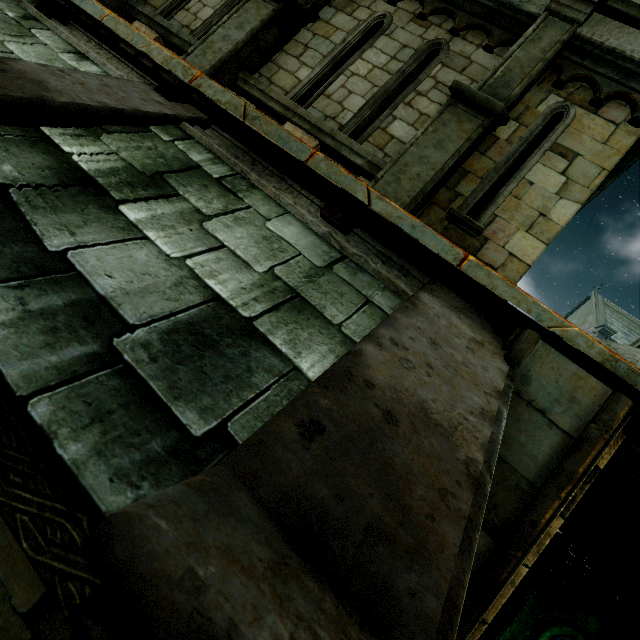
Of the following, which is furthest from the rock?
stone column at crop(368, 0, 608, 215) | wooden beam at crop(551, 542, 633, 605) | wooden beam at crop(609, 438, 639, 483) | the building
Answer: the building

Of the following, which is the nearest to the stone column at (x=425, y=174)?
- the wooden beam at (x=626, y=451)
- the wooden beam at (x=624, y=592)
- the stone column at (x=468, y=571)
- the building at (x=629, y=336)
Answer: the stone column at (x=468, y=571)

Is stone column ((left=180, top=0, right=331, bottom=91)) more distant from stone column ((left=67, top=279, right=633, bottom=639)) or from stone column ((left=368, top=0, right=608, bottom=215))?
stone column ((left=67, top=279, right=633, bottom=639))

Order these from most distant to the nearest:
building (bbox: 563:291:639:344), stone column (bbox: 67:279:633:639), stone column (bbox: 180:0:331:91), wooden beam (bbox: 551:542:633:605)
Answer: building (bbox: 563:291:639:344) < wooden beam (bbox: 551:542:633:605) < stone column (bbox: 180:0:331:91) < stone column (bbox: 67:279:633:639)

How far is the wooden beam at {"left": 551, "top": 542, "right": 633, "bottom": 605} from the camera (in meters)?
6.41

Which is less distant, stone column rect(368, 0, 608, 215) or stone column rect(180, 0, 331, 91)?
stone column rect(368, 0, 608, 215)

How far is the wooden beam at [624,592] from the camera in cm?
641

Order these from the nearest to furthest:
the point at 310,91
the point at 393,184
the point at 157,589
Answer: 1. the point at 157,589
2. the point at 393,184
3. the point at 310,91
